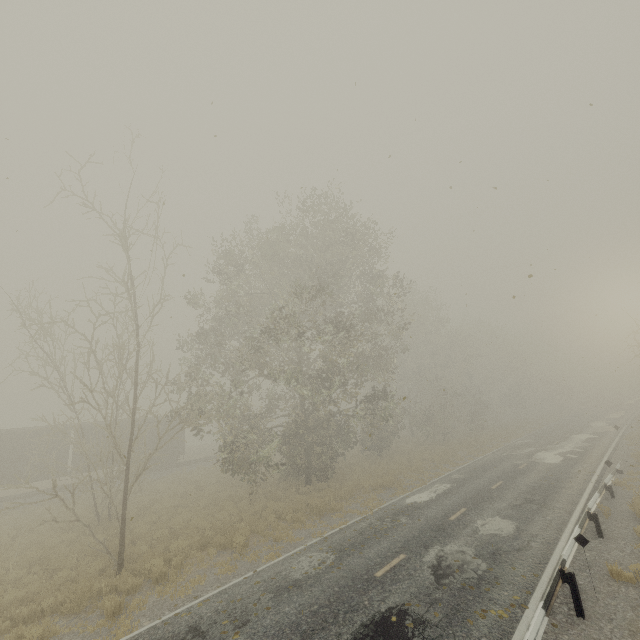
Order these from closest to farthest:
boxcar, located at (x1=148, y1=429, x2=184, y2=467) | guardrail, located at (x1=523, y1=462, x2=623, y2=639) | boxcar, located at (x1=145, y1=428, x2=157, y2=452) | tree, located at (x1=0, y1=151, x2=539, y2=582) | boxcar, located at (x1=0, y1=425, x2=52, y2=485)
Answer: guardrail, located at (x1=523, y1=462, x2=623, y2=639)
tree, located at (x1=0, y1=151, x2=539, y2=582)
boxcar, located at (x1=0, y1=425, x2=52, y2=485)
boxcar, located at (x1=145, y1=428, x2=157, y2=452)
boxcar, located at (x1=148, y1=429, x2=184, y2=467)

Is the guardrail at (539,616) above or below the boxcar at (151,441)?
below

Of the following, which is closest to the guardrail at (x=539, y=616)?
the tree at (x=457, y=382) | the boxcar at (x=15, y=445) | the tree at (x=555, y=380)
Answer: the tree at (x=457, y=382)

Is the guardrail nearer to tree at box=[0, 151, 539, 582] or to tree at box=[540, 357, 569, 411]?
tree at box=[0, 151, 539, 582]

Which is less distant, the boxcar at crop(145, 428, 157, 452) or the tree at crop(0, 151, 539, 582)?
the tree at crop(0, 151, 539, 582)

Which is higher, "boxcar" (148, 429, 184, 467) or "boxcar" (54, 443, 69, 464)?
"boxcar" (54, 443, 69, 464)

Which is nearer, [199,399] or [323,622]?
[323,622]

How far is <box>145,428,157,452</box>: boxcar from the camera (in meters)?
29.44
